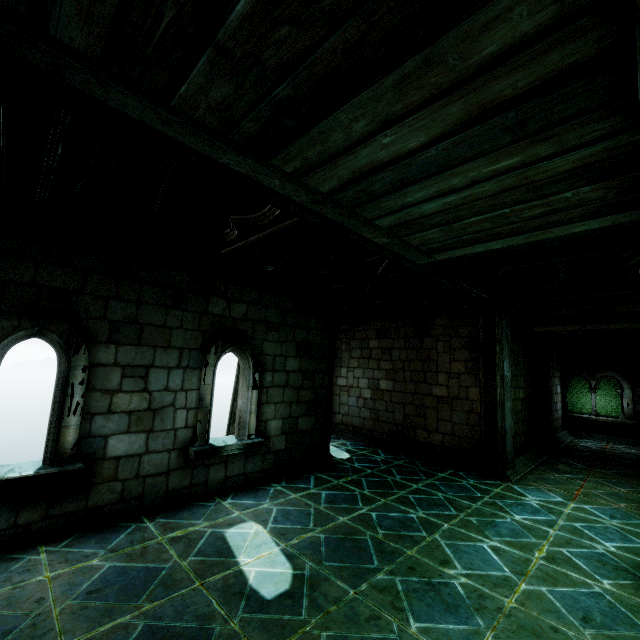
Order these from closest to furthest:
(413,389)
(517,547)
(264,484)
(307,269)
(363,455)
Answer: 1. (517,547)
2. (264,484)
3. (307,269)
4. (363,455)
5. (413,389)

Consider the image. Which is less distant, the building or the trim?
the building

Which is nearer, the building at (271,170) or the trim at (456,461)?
the building at (271,170)
